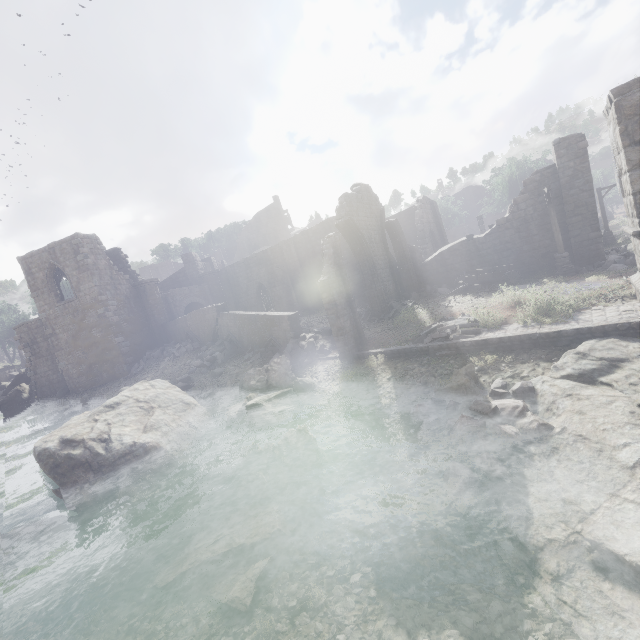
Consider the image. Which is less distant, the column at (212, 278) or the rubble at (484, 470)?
the rubble at (484, 470)

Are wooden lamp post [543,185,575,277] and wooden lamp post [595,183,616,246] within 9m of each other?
no

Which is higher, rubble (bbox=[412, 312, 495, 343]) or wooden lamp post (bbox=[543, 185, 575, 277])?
wooden lamp post (bbox=[543, 185, 575, 277])

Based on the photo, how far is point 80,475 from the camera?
9.96m

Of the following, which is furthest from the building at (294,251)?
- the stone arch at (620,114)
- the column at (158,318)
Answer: the stone arch at (620,114)

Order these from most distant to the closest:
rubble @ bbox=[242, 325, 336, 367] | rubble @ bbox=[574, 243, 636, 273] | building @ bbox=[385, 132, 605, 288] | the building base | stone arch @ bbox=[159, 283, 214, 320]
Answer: stone arch @ bbox=[159, 283, 214, 320]
building @ bbox=[385, 132, 605, 288]
rubble @ bbox=[242, 325, 336, 367]
rubble @ bbox=[574, 243, 636, 273]
the building base

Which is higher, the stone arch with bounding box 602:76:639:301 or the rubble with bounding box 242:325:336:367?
the stone arch with bounding box 602:76:639:301

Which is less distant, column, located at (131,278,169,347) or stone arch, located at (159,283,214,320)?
column, located at (131,278,169,347)
